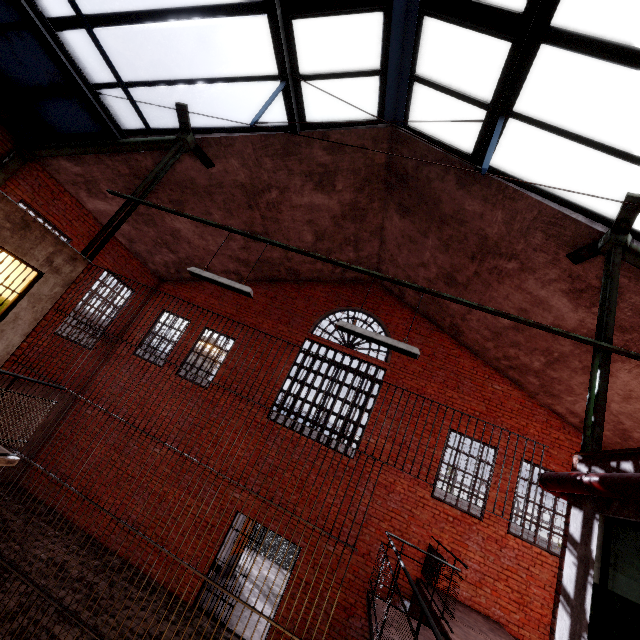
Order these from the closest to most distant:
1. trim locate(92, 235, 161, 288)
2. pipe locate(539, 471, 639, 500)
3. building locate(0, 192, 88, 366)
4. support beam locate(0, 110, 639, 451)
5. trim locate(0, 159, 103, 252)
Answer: pipe locate(539, 471, 639, 500) < support beam locate(0, 110, 639, 451) < building locate(0, 192, 88, 366) < trim locate(0, 159, 103, 252) < trim locate(92, 235, 161, 288)

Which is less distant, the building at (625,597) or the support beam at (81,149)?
the building at (625,597)

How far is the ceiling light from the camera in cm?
424

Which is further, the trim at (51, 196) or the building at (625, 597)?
the trim at (51, 196)

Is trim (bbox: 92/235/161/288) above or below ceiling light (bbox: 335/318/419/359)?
above

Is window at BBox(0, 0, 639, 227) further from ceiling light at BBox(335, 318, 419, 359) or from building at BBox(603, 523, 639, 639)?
ceiling light at BBox(335, 318, 419, 359)

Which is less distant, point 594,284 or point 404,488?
point 594,284

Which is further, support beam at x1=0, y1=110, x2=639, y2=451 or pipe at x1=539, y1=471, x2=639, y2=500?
support beam at x1=0, y1=110, x2=639, y2=451
